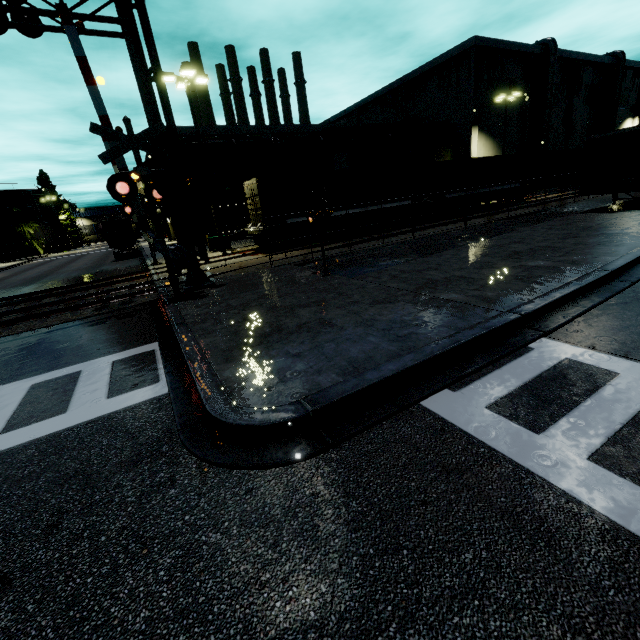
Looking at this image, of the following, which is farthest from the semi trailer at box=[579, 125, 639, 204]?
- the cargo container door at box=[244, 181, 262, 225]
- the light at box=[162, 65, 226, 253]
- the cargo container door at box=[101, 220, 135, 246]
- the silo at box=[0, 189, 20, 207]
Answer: the silo at box=[0, 189, 20, 207]

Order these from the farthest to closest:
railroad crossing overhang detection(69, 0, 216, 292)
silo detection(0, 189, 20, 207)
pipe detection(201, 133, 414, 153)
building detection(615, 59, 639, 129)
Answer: silo detection(0, 189, 20, 207)
building detection(615, 59, 639, 129)
pipe detection(201, 133, 414, 153)
railroad crossing overhang detection(69, 0, 216, 292)

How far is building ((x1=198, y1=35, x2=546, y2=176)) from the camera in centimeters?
3247cm

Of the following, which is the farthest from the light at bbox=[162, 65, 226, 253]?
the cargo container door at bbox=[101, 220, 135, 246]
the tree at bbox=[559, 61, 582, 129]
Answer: the tree at bbox=[559, 61, 582, 129]

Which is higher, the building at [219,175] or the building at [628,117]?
the building at [628,117]

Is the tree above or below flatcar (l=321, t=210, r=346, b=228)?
above

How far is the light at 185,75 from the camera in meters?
17.0 m

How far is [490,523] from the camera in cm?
259
